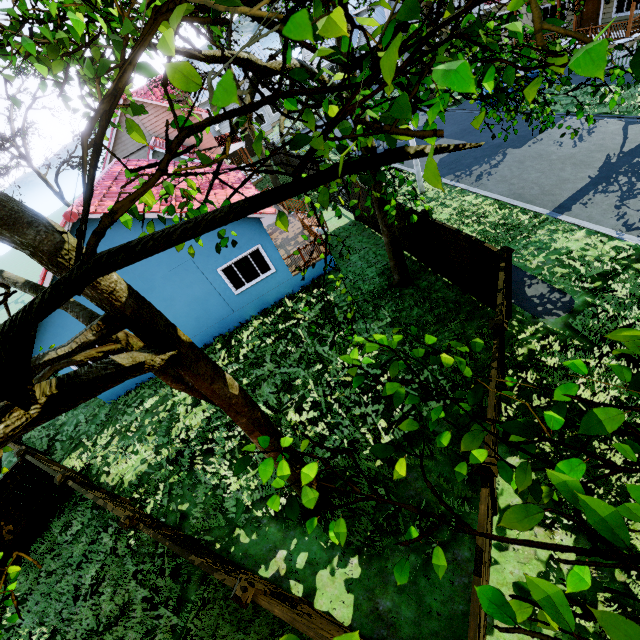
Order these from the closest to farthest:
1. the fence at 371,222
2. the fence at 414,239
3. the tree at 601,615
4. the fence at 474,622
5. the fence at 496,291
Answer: the tree at 601,615, the fence at 474,622, the fence at 496,291, the fence at 414,239, the fence at 371,222

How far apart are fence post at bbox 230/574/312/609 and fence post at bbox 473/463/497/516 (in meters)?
3.90

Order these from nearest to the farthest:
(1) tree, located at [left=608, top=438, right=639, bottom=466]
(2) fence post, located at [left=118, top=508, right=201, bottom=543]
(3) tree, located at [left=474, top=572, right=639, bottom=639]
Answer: (3) tree, located at [left=474, top=572, right=639, bottom=639] < (1) tree, located at [left=608, top=438, right=639, bottom=466] < (2) fence post, located at [left=118, top=508, right=201, bottom=543]

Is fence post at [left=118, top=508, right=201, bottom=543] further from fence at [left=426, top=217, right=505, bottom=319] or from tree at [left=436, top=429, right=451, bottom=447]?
tree at [left=436, top=429, right=451, bottom=447]

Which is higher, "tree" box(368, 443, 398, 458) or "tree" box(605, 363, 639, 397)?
"tree" box(605, 363, 639, 397)

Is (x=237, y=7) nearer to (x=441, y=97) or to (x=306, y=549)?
(x=441, y=97)

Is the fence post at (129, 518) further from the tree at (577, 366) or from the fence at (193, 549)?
the tree at (577, 366)

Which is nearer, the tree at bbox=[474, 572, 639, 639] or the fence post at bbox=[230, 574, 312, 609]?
the tree at bbox=[474, 572, 639, 639]
